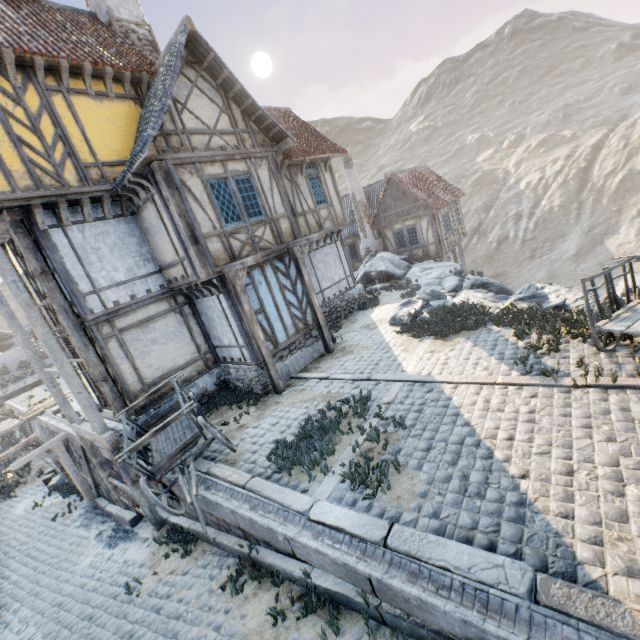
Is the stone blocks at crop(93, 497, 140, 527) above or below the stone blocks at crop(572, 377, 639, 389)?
below

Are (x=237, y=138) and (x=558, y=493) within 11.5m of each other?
yes

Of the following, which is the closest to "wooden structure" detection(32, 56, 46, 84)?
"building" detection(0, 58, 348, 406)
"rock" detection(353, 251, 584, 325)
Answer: "building" detection(0, 58, 348, 406)

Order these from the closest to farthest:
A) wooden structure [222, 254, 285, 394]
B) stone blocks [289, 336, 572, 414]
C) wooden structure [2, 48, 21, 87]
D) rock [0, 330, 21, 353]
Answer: stone blocks [289, 336, 572, 414] → wooden structure [2, 48, 21, 87] → wooden structure [222, 254, 285, 394] → rock [0, 330, 21, 353]

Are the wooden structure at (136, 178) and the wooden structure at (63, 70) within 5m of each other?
yes

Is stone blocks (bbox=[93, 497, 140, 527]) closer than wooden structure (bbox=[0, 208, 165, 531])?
No

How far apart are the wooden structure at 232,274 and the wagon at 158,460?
2.0 meters

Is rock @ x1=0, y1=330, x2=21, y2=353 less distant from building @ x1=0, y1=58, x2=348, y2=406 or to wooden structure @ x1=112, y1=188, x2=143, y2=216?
building @ x1=0, y1=58, x2=348, y2=406
